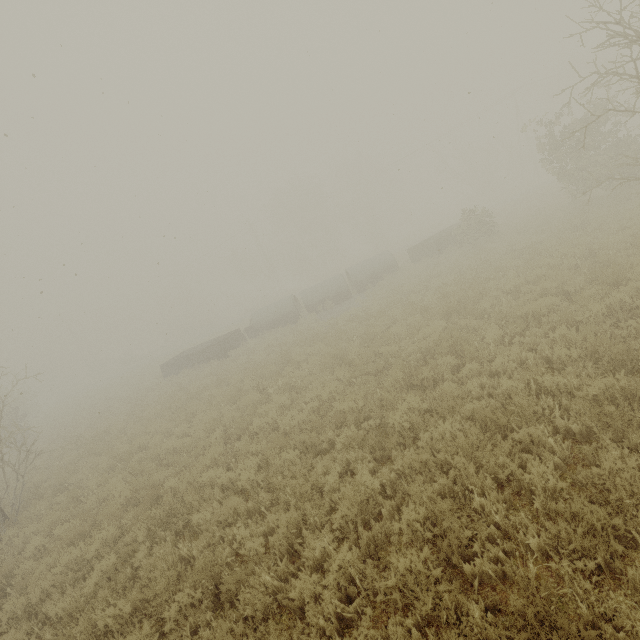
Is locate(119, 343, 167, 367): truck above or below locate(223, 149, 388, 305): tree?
below

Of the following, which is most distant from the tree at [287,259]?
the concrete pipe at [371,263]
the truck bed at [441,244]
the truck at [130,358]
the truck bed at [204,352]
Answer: the truck bed at [204,352]

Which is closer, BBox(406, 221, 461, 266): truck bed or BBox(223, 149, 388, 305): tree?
BBox(406, 221, 461, 266): truck bed

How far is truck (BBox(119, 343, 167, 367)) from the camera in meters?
54.8

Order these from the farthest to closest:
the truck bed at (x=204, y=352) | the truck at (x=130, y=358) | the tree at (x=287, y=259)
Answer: the truck at (x=130, y=358)
the tree at (x=287, y=259)
the truck bed at (x=204, y=352)

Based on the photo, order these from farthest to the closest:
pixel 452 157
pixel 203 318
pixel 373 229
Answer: pixel 203 318, pixel 373 229, pixel 452 157

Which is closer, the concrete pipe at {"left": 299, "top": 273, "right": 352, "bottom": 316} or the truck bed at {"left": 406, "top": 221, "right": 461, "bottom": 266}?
the truck bed at {"left": 406, "top": 221, "right": 461, "bottom": 266}

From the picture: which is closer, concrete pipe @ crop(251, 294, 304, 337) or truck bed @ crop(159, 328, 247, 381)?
truck bed @ crop(159, 328, 247, 381)
